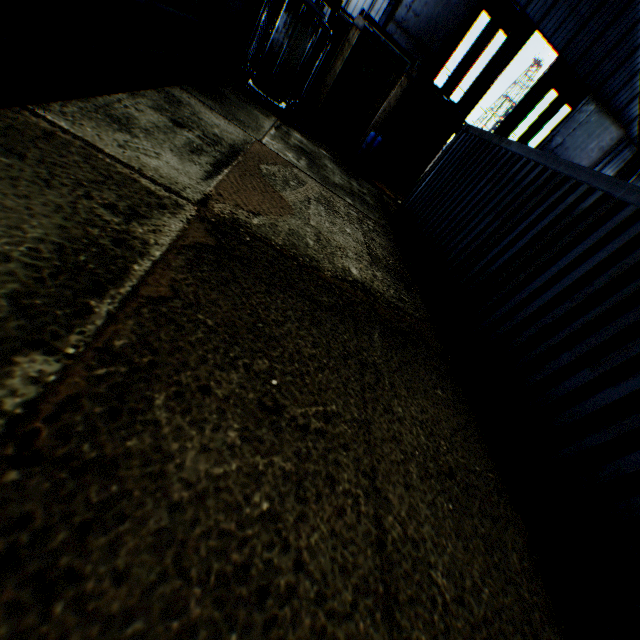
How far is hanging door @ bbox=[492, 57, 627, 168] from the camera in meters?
21.3

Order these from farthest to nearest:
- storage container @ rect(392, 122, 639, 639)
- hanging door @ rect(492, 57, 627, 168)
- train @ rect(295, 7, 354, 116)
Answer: hanging door @ rect(492, 57, 627, 168) → train @ rect(295, 7, 354, 116) → storage container @ rect(392, 122, 639, 639)

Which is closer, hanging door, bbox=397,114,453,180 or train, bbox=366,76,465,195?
train, bbox=366,76,465,195

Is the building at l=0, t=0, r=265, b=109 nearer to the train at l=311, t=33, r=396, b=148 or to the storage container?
the train at l=311, t=33, r=396, b=148

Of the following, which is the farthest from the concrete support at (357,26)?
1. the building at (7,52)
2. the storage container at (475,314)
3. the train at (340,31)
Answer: the storage container at (475,314)

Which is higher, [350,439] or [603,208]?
[603,208]

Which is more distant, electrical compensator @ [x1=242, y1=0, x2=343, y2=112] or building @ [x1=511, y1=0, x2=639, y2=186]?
building @ [x1=511, y1=0, x2=639, y2=186]

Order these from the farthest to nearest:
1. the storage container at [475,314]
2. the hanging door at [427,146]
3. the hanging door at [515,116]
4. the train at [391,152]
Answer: the hanging door at [427,146], the hanging door at [515,116], the train at [391,152], the storage container at [475,314]
